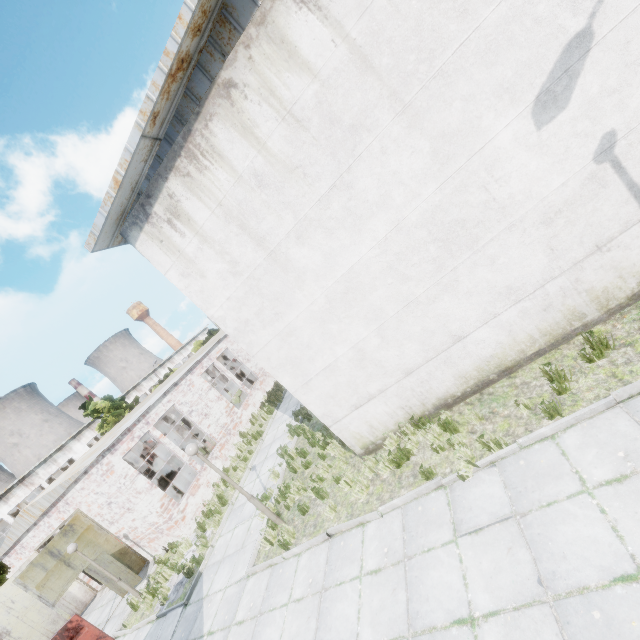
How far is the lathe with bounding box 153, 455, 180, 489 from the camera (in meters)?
24.16

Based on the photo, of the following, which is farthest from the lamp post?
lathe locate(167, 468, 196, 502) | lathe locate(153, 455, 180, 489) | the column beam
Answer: lathe locate(153, 455, 180, 489)

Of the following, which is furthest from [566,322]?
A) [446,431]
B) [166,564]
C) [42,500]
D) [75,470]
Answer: [42,500]

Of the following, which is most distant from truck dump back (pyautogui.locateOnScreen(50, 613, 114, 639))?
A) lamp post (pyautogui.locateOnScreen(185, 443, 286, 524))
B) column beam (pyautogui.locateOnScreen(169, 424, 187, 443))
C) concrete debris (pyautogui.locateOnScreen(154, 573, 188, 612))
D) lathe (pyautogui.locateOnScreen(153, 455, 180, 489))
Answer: lathe (pyautogui.locateOnScreen(153, 455, 180, 489))

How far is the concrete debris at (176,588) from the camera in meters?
10.4

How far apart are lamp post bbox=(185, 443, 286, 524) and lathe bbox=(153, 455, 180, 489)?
19.9 meters

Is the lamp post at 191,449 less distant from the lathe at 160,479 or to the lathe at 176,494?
the lathe at 176,494

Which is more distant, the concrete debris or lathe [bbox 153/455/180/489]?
lathe [bbox 153/455/180/489]
